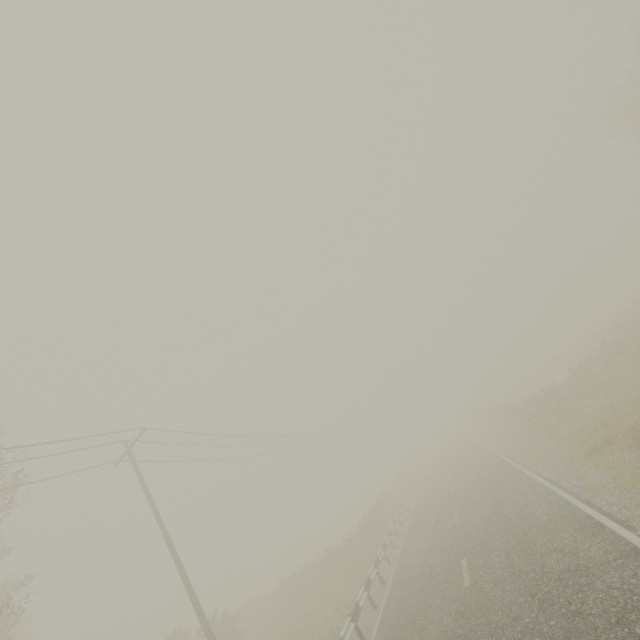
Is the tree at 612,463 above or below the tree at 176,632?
below

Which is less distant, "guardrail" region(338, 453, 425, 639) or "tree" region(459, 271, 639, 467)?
"guardrail" region(338, 453, 425, 639)

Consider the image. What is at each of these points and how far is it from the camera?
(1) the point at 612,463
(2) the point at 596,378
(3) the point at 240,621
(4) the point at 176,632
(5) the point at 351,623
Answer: (1) tree, 9.4 meters
(2) tree, 17.0 meters
(3) tree, 19.6 meters
(4) tree, 20.8 meters
(5) guardrail, 10.1 meters

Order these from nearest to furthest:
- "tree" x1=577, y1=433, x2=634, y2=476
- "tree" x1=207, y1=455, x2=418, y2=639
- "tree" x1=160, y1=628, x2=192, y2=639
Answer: "tree" x1=577, y1=433, x2=634, y2=476
"tree" x1=207, y1=455, x2=418, y2=639
"tree" x1=160, y1=628, x2=192, y2=639

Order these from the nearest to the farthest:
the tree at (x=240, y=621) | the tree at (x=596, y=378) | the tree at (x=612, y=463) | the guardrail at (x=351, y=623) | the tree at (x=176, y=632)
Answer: the tree at (x=612, y=463) < the guardrail at (x=351, y=623) < the tree at (x=596, y=378) < the tree at (x=240, y=621) < the tree at (x=176, y=632)

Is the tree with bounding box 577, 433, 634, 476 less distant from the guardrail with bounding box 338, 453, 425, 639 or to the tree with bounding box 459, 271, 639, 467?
the guardrail with bounding box 338, 453, 425, 639

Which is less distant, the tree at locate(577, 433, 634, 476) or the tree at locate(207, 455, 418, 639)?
the tree at locate(577, 433, 634, 476)

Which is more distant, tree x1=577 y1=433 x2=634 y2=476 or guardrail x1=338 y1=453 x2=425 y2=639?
guardrail x1=338 y1=453 x2=425 y2=639
